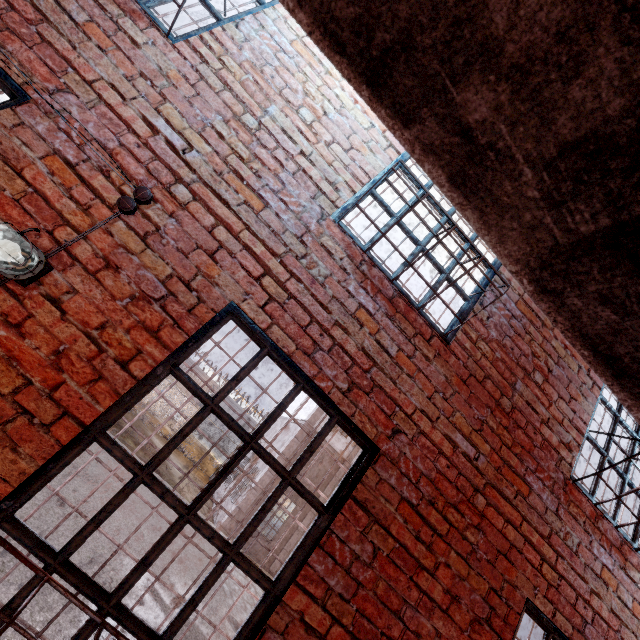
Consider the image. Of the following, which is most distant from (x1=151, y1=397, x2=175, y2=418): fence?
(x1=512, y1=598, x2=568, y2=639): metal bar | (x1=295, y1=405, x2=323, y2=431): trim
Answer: (x1=512, y1=598, x2=568, y2=639): metal bar

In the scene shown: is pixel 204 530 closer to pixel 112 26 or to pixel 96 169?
pixel 96 169

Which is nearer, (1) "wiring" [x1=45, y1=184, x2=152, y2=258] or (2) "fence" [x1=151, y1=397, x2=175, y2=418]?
(1) "wiring" [x1=45, y1=184, x2=152, y2=258]

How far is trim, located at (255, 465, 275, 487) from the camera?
15.4m

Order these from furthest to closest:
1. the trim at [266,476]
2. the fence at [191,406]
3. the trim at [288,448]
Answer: the fence at [191,406] < the trim at [288,448] < the trim at [266,476]

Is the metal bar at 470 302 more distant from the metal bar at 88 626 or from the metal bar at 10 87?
the metal bar at 10 87

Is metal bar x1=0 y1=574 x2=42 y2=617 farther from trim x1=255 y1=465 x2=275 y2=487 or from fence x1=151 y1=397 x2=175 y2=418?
fence x1=151 y1=397 x2=175 y2=418

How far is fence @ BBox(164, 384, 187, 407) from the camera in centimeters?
2717cm
